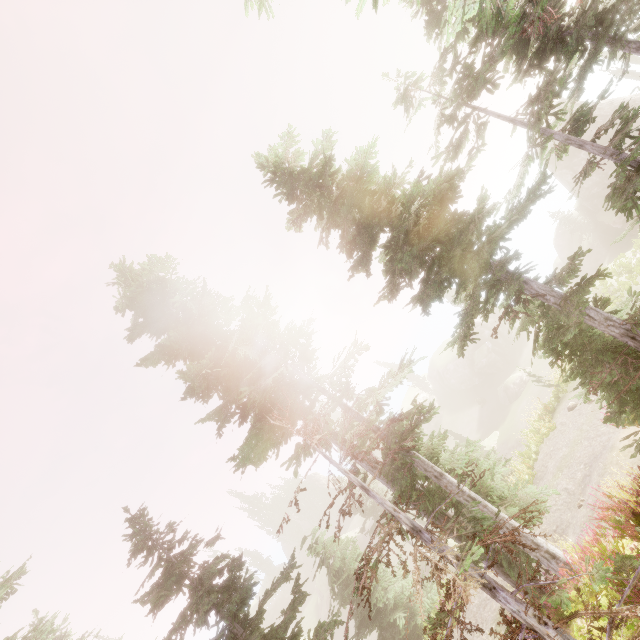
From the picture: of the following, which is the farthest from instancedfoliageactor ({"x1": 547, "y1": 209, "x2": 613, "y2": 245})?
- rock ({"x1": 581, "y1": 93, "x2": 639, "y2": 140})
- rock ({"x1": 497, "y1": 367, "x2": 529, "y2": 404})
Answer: rock ({"x1": 497, "y1": 367, "x2": 529, "y2": 404})

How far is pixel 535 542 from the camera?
8.08m

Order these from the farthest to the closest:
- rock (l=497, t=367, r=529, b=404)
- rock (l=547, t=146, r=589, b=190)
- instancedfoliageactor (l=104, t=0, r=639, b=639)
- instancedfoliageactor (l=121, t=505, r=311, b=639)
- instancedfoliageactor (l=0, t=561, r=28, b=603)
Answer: rock (l=497, t=367, r=529, b=404), rock (l=547, t=146, r=589, b=190), instancedfoliageactor (l=0, t=561, r=28, b=603), instancedfoliageactor (l=121, t=505, r=311, b=639), instancedfoliageactor (l=104, t=0, r=639, b=639)

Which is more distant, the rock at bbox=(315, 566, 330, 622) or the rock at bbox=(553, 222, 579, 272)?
the rock at bbox=(315, 566, 330, 622)

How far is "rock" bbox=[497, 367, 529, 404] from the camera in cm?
3659

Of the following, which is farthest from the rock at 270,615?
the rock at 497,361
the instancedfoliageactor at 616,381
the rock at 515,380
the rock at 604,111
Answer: the rock at 604,111

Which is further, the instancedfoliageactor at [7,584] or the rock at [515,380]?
the rock at [515,380]
